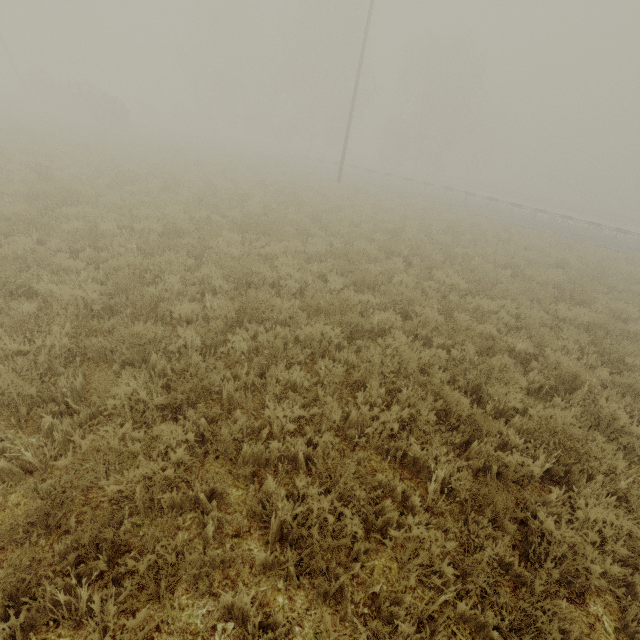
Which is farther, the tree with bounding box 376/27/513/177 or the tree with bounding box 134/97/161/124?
the tree with bounding box 134/97/161/124

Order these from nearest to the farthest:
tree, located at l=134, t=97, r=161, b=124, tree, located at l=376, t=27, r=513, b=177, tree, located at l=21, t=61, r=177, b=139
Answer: tree, located at l=21, t=61, r=177, b=139 < tree, located at l=376, t=27, r=513, b=177 < tree, located at l=134, t=97, r=161, b=124

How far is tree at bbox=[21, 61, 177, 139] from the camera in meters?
27.2

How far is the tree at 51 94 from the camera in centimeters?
2717cm

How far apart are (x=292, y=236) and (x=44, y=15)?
88.50m
